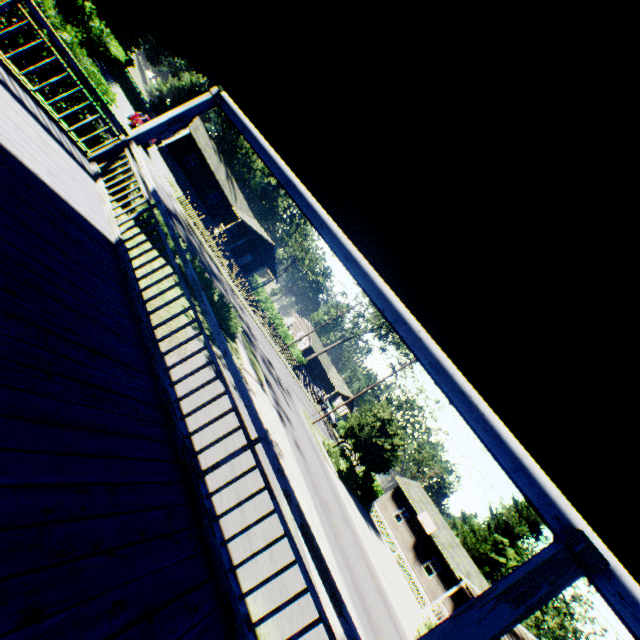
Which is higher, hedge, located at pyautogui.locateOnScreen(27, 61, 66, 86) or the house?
the house

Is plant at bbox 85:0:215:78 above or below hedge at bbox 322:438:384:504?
above

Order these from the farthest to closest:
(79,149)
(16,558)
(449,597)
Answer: (449,597), (79,149), (16,558)

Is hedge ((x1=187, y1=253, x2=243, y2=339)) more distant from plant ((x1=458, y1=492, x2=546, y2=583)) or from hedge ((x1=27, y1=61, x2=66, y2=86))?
plant ((x1=458, y1=492, x2=546, y2=583))

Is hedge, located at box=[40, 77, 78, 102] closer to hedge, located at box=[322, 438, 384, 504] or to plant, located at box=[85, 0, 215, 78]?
plant, located at box=[85, 0, 215, 78]

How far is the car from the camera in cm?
2483

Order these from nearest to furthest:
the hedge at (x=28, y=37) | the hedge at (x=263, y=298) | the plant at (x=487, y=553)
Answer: the hedge at (x=28, y=37)
the plant at (x=487, y=553)
the hedge at (x=263, y=298)

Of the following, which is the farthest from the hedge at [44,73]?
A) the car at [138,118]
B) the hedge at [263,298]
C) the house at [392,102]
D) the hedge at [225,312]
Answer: the hedge at [263,298]
